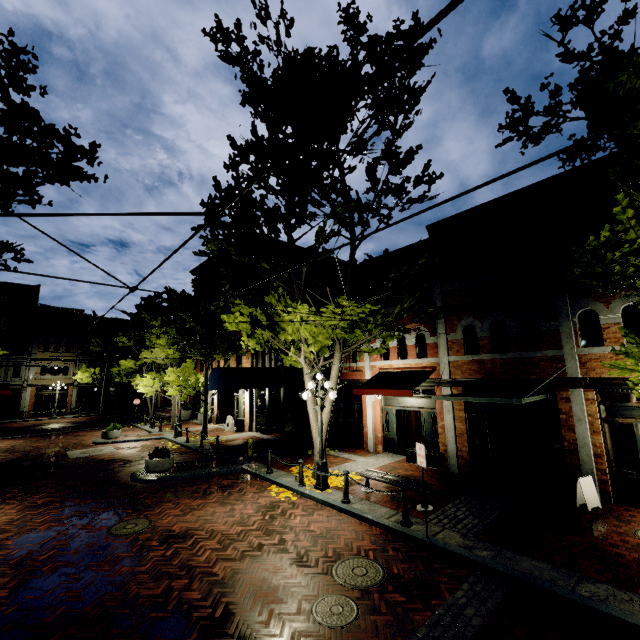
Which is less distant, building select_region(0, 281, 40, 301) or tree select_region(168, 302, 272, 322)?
tree select_region(168, 302, 272, 322)

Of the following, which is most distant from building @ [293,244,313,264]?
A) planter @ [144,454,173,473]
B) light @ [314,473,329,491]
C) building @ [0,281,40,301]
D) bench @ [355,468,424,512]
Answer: building @ [0,281,40,301]

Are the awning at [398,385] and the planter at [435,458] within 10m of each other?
yes

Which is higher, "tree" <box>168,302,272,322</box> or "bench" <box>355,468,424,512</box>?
"tree" <box>168,302,272,322</box>

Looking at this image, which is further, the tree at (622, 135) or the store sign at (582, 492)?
the store sign at (582, 492)

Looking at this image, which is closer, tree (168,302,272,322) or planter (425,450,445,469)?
tree (168,302,272,322)

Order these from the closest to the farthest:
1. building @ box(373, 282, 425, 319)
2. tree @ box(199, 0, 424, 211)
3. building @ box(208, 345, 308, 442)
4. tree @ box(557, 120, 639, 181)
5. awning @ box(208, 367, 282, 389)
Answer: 1. tree @ box(557, 120, 639, 181)
2. tree @ box(199, 0, 424, 211)
3. building @ box(373, 282, 425, 319)
4. awning @ box(208, 367, 282, 389)
5. building @ box(208, 345, 308, 442)

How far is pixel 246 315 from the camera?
11.10m
